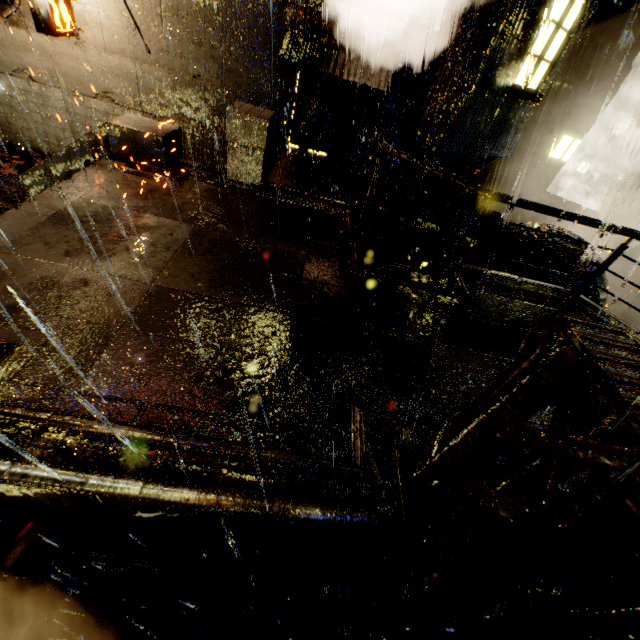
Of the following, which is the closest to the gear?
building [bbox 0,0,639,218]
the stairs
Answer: building [bbox 0,0,639,218]

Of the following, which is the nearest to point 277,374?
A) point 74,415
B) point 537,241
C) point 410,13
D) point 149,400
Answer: point 149,400

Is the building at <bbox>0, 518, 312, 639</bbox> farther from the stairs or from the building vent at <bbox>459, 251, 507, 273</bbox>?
the stairs

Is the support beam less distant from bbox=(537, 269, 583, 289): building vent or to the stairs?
the stairs

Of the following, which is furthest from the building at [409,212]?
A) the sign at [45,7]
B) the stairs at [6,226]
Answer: the stairs at [6,226]

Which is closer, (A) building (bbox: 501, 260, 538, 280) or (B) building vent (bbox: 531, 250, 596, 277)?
(A) building (bbox: 501, 260, 538, 280)

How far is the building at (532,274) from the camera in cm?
769

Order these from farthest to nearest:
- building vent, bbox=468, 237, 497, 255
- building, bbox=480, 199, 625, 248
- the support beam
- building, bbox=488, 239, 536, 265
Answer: building, bbox=480, 199, 625, 248 → building vent, bbox=468, 237, 497, 255 → building, bbox=488, 239, 536, 265 → the support beam
